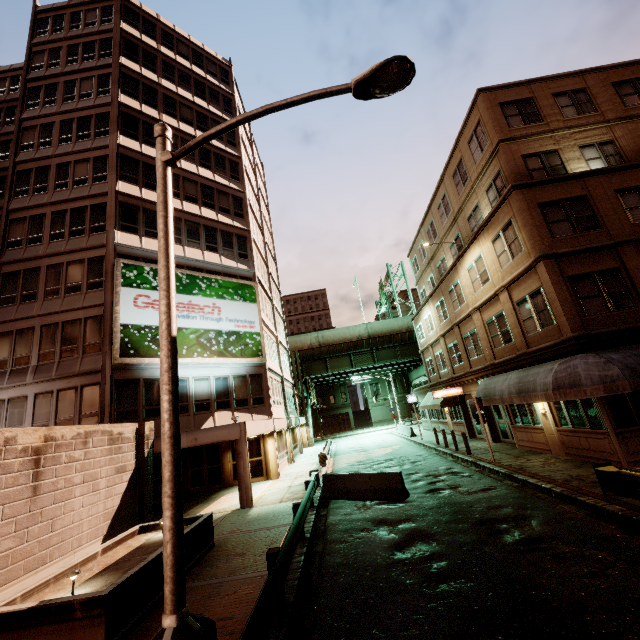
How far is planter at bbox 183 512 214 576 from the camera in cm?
859

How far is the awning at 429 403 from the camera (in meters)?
25.16

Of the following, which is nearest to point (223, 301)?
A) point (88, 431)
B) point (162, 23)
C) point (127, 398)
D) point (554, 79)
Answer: point (127, 398)

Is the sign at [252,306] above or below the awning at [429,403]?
above

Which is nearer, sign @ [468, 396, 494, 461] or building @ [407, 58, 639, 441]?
building @ [407, 58, 639, 441]

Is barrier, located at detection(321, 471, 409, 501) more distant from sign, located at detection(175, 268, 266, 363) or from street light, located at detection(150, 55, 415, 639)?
sign, located at detection(175, 268, 266, 363)

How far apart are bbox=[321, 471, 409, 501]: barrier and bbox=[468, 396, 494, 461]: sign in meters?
5.3

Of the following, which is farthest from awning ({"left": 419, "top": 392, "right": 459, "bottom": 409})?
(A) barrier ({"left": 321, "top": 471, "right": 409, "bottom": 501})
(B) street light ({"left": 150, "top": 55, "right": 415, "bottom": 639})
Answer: (B) street light ({"left": 150, "top": 55, "right": 415, "bottom": 639})
